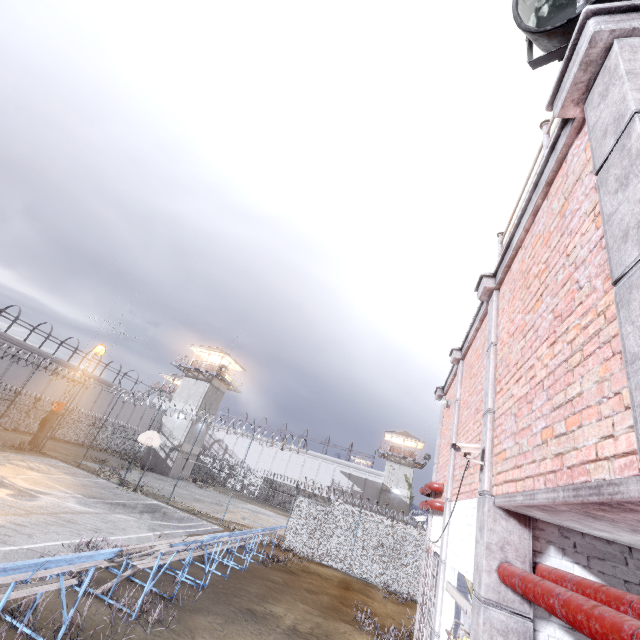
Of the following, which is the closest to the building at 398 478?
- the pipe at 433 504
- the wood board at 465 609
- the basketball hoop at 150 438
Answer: the basketball hoop at 150 438

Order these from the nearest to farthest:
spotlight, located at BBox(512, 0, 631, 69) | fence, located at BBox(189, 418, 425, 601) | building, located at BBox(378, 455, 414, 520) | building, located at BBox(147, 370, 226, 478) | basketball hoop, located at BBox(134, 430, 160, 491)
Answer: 1. spotlight, located at BBox(512, 0, 631, 69)
2. fence, located at BBox(189, 418, 425, 601)
3. basketball hoop, located at BBox(134, 430, 160, 491)
4. building, located at BBox(147, 370, 226, 478)
5. building, located at BBox(378, 455, 414, 520)

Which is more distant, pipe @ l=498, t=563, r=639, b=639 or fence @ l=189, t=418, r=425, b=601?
fence @ l=189, t=418, r=425, b=601

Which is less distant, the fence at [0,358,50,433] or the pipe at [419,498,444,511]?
the pipe at [419,498,444,511]

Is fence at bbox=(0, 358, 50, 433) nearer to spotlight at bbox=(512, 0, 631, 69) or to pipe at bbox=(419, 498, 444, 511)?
pipe at bbox=(419, 498, 444, 511)

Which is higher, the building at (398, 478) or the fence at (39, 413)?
the building at (398, 478)

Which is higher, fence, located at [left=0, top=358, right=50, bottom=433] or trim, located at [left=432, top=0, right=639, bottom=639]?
trim, located at [left=432, top=0, right=639, bottom=639]

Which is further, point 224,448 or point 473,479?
point 224,448
